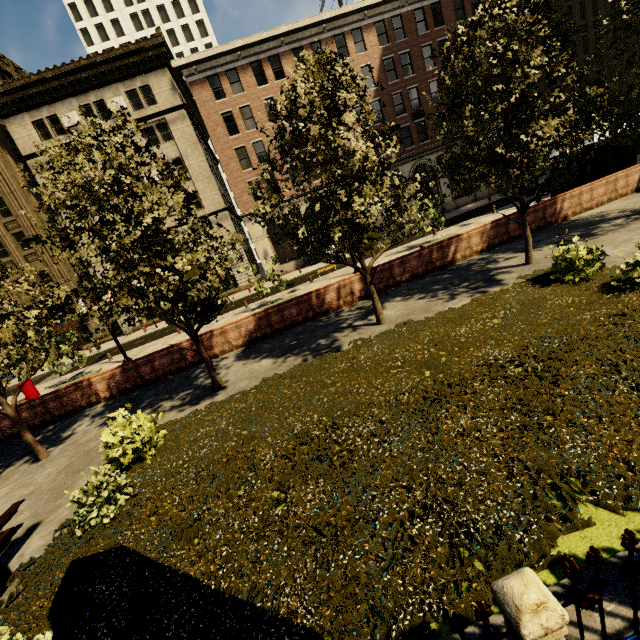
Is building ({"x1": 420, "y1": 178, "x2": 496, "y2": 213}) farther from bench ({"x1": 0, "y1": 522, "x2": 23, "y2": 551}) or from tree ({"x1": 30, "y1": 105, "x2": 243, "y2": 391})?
bench ({"x1": 0, "y1": 522, "x2": 23, "y2": 551})

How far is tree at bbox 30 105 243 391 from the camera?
7.69m

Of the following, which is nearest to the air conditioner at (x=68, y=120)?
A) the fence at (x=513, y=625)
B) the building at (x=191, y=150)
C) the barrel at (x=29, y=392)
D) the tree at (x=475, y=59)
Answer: the building at (x=191, y=150)

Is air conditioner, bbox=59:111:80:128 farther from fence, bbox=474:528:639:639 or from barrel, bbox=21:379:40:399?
fence, bbox=474:528:639:639

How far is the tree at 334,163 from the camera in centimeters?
783cm

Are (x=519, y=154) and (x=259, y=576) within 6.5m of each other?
no

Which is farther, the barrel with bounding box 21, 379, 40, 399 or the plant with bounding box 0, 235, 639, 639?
the barrel with bounding box 21, 379, 40, 399

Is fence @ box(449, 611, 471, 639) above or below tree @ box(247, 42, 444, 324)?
below
